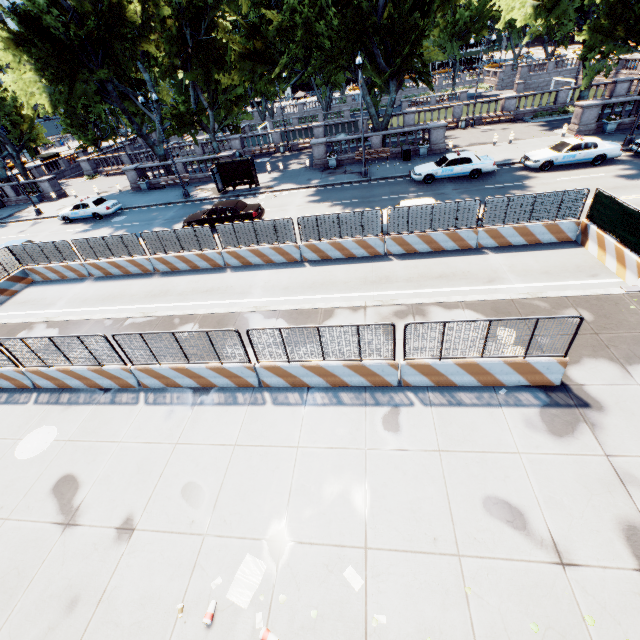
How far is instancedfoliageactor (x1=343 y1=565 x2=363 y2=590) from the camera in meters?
5.6

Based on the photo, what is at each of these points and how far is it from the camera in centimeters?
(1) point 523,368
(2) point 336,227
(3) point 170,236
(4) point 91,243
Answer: (1) concrete barrier, 809cm
(2) fence, 1475cm
(3) fence, 1598cm
(4) fence, 1673cm

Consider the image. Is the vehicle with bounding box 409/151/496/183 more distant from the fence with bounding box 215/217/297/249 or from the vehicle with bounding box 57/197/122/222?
the vehicle with bounding box 57/197/122/222

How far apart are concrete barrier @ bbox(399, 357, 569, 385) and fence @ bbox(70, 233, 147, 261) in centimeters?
0cm

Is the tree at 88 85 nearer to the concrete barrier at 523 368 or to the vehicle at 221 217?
the vehicle at 221 217

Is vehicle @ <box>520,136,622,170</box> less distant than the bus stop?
Yes

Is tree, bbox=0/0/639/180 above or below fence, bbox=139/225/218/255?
above

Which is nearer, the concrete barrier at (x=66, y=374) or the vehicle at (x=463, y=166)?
the concrete barrier at (x=66, y=374)
